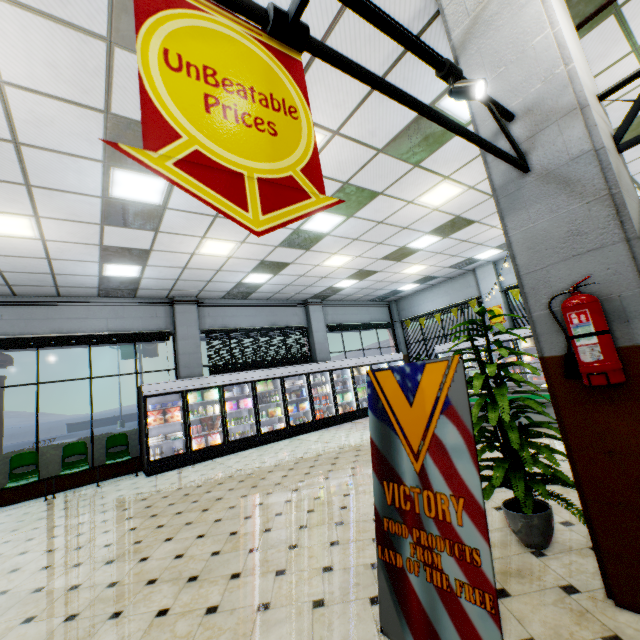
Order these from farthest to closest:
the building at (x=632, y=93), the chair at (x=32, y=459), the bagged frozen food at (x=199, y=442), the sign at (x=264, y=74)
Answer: the bagged frozen food at (x=199, y=442) → the chair at (x=32, y=459) → the building at (x=632, y=93) → the sign at (x=264, y=74)

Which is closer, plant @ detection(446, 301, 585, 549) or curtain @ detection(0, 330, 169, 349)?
plant @ detection(446, 301, 585, 549)

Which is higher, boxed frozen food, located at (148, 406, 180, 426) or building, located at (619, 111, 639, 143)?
building, located at (619, 111, 639, 143)

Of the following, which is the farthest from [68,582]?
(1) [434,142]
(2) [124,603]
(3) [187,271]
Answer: (1) [434,142]

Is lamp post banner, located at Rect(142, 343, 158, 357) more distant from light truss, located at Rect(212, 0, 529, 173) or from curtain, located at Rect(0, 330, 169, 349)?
light truss, located at Rect(212, 0, 529, 173)

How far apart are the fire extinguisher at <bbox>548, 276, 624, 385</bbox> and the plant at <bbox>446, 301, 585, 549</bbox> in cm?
77

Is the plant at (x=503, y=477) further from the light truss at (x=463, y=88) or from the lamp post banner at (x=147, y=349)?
the lamp post banner at (x=147, y=349)

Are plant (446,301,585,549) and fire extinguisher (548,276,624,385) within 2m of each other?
yes
